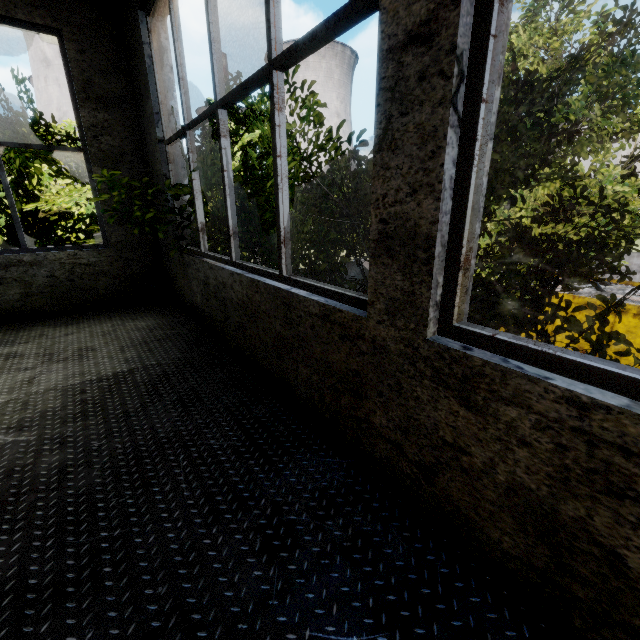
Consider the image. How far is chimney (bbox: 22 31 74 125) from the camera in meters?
51.7

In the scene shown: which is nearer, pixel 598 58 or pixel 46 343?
pixel 46 343

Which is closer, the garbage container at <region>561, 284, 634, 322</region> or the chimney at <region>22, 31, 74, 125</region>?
the garbage container at <region>561, 284, 634, 322</region>

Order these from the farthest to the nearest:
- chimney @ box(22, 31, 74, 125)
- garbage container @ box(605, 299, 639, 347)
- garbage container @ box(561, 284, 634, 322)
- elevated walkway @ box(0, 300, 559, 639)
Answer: chimney @ box(22, 31, 74, 125), garbage container @ box(561, 284, 634, 322), garbage container @ box(605, 299, 639, 347), elevated walkway @ box(0, 300, 559, 639)

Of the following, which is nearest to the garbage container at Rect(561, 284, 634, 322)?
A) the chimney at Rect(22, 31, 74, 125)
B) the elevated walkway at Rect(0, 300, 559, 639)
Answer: the elevated walkway at Rect(0, 300, 559, 639)

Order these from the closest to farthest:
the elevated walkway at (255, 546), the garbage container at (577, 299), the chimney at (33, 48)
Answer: the elevated walkway at (255, 546), the garbage container at (577, 299), the chimney at (33, 48)

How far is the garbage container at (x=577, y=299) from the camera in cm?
1208
